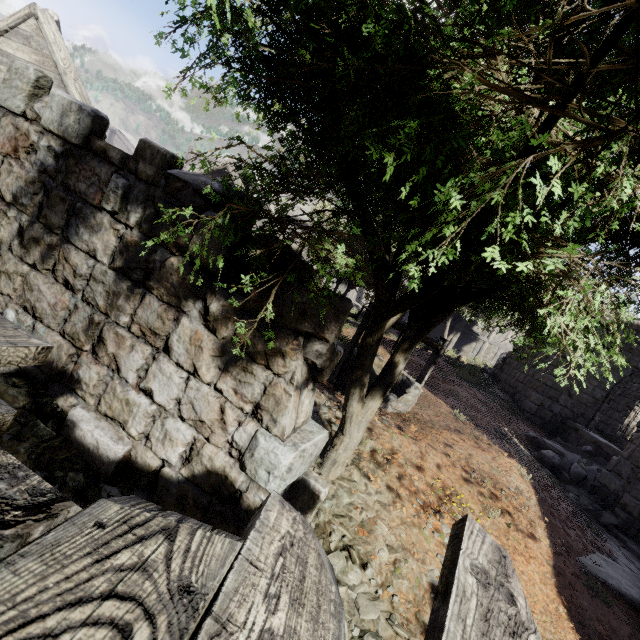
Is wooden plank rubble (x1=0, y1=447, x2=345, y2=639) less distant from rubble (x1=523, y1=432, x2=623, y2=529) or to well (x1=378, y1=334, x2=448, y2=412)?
well (x1=378, y1=334, x2=448, y2=412)

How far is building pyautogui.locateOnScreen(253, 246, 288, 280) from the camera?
2.39m

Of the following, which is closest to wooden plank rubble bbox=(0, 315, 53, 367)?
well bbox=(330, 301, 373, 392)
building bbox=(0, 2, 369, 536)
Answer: building bbox=(0, 2, 369, 536)

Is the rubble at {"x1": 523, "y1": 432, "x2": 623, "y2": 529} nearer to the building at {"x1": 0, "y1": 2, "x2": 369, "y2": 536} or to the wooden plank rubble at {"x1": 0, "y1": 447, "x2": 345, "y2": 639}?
the building at {"x1": 0, "y1": 2, "x2": 369, "y2": 536}

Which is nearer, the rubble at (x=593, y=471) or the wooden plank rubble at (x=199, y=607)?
the wooden plank rubble at (x=199, y=607)

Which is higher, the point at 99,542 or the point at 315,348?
the point at 315,348

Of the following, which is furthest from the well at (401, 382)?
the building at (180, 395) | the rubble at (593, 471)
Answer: the rubble at (593, 471)

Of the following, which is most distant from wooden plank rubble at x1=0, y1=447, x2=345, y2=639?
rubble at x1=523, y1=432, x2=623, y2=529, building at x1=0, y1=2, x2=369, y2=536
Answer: rubble at x1=523, y1=432, x2=623, y2=529
